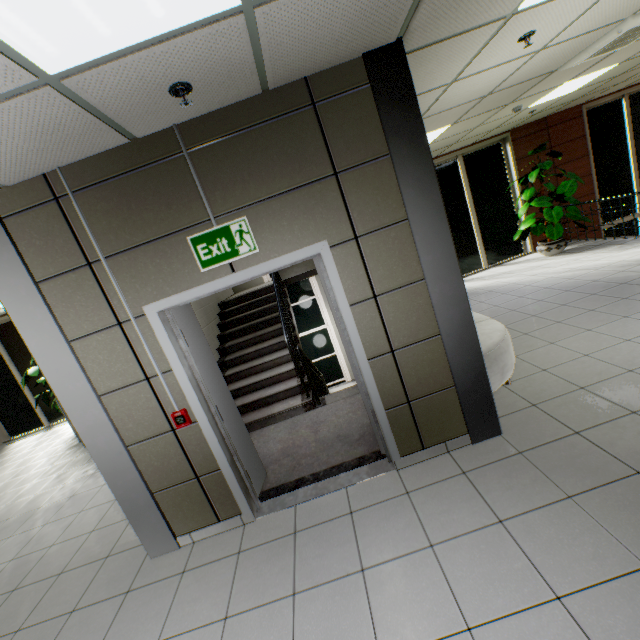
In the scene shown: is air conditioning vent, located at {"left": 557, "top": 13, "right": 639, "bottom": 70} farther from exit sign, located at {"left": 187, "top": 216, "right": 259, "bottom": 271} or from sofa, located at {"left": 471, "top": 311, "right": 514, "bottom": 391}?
exit sign, located at {"left": 187, "top": 216, "right": 259, "bottom": 271}

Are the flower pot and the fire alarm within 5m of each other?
no

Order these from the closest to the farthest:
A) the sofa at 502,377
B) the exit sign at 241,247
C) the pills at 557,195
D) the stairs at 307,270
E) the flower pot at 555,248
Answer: the exit sign at 241,247 → the sofa at 502,377 → the stairs at 307,270 → the pills at 557,195 → the flower pot at 555,248

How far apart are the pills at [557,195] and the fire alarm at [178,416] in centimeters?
841cm

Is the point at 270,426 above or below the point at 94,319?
below

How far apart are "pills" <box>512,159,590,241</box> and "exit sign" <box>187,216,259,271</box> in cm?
763

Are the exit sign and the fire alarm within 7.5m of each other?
yes

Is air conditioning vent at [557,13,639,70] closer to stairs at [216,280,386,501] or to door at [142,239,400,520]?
stairs at [216,280,386,501]
